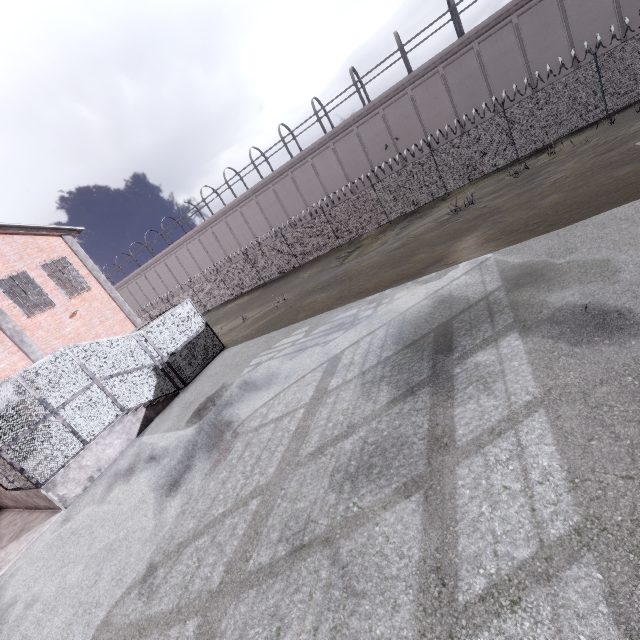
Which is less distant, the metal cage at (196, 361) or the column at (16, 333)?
the metal cage at (196, 361)

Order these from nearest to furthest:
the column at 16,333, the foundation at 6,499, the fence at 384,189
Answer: the foundation at 6,499, the column at 16,333, the fence at 384,189

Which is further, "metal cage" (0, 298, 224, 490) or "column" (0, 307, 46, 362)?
"column" (0, 307, 46, 362)

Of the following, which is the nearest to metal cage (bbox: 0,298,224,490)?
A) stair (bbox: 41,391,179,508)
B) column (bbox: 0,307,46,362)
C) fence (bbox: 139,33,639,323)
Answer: stair (bbox: 41,391,179,508)

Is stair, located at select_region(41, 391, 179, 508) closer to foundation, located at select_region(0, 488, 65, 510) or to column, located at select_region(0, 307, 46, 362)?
foundation, located at select_region(0, 488, 65, 510)

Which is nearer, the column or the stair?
A: the stair

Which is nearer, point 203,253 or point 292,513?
point 292,513
